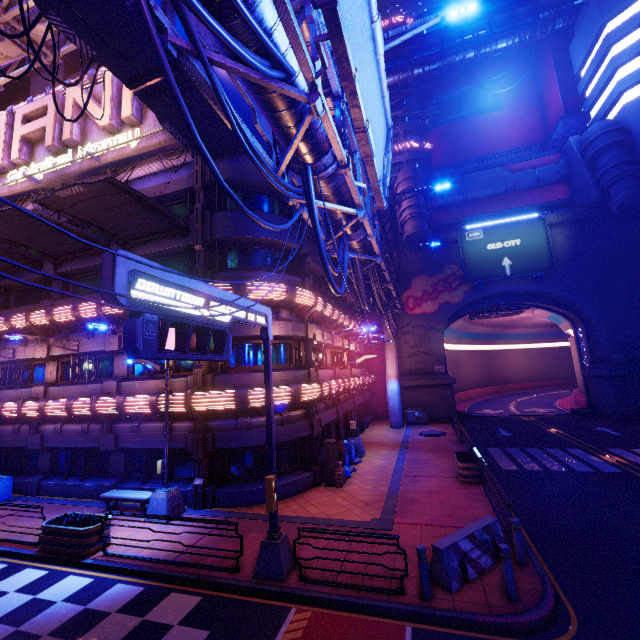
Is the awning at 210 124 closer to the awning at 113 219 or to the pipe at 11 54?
the awning at 113 219

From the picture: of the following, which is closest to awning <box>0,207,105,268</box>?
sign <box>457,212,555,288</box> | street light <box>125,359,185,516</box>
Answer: street light <box>125,359,185,516</box>

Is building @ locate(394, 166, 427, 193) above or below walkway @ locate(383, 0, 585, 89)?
below

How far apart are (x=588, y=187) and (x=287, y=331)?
31.56m

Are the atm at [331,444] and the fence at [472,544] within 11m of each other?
yes

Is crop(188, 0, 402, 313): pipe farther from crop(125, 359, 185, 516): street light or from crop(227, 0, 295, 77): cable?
crop(125, 359, 185, 516): street light

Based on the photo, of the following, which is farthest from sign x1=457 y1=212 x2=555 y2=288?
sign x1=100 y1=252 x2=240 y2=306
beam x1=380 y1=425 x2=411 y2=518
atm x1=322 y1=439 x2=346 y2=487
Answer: sign x1=100 y1=252 x2=240 y2=306

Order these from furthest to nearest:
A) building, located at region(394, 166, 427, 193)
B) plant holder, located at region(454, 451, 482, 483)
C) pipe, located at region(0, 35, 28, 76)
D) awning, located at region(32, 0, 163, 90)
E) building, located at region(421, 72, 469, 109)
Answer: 1. building, located at region(421, 72, 469, 109)
2. building, located at region(394, 166, 427, 193)
3. pipe, located at region(0, 35, 28, 76)
4. plant holder, located at region(454, 451, 482, 483)
5. awning, located at region(32, 0, 163, 90)
